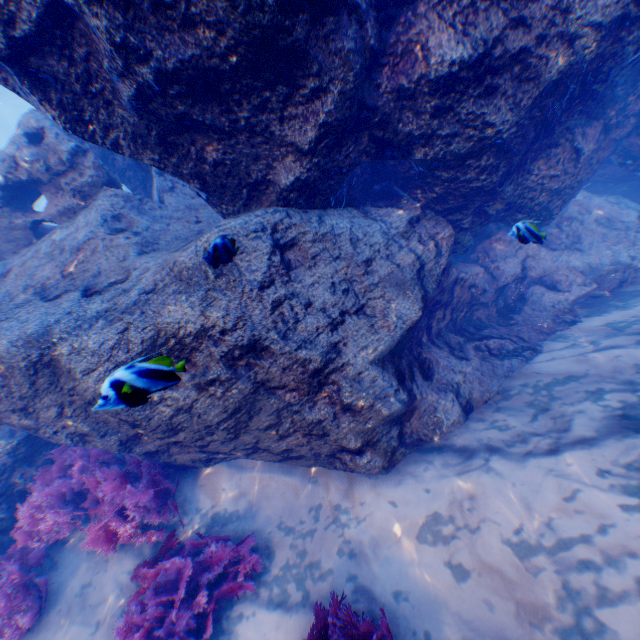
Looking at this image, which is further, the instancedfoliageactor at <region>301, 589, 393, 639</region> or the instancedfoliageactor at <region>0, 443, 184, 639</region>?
the instancedfoliageactor at <region>0, 443, 184, 639</region>

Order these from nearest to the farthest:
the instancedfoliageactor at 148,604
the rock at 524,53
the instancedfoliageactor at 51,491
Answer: the rock at 524,53 < the instancedfoliageactor at 148,604 < the instancedfoliageactor at 51,491

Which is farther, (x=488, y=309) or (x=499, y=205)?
(x=488, y=309)

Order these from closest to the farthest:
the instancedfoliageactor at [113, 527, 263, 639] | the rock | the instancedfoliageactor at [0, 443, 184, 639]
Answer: the rock
the instancedfoliageactor at [113, 527, 263, 639]
the instancedfoliageactor at [0, 443, 184, 639]

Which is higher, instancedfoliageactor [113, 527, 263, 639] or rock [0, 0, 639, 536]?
rock [0, 0, 639, 536]

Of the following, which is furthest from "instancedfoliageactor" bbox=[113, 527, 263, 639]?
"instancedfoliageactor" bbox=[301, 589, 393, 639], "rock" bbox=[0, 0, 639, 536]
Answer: "instancedfoliageactor" bbox=[301, 589, 393, 639]

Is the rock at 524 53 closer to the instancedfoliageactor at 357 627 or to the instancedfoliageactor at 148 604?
the instancedfoliageactor at 148 604

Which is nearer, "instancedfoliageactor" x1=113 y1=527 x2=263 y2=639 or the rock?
the rock
